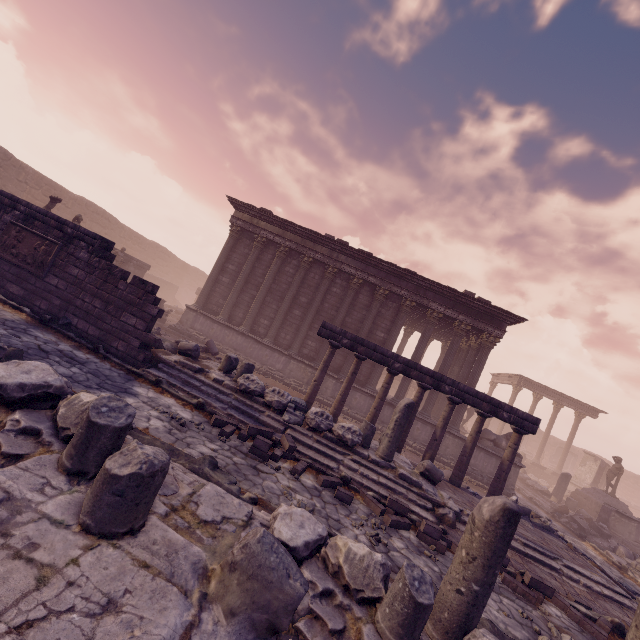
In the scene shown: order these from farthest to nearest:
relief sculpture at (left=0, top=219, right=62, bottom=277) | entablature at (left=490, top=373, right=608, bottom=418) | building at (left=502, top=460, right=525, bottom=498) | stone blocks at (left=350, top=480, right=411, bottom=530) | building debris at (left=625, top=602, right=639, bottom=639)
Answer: entablature at (left=490, top=373, right=608, bottom=418) < building at (left=502, top=460, right=525, bottom=498) < relief sculpture at (left=0, top=219, right=62, bottom=277) < stone blocks at (left=350, top=480, right=411, bottom=530) < building debris at (left=625, top=602, right=639, bottom=639)

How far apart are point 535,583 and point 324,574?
5.5m

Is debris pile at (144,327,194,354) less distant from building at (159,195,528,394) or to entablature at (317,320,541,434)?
building at (159,195,528,394)

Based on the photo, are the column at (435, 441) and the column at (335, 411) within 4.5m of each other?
yes

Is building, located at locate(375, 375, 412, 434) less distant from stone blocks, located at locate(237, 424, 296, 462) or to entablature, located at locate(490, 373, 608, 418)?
stone blocks, located at locate(237, 424, 296, 462)

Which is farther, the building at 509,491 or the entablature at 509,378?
the entablature at 509,378

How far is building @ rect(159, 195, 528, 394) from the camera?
15.6m
